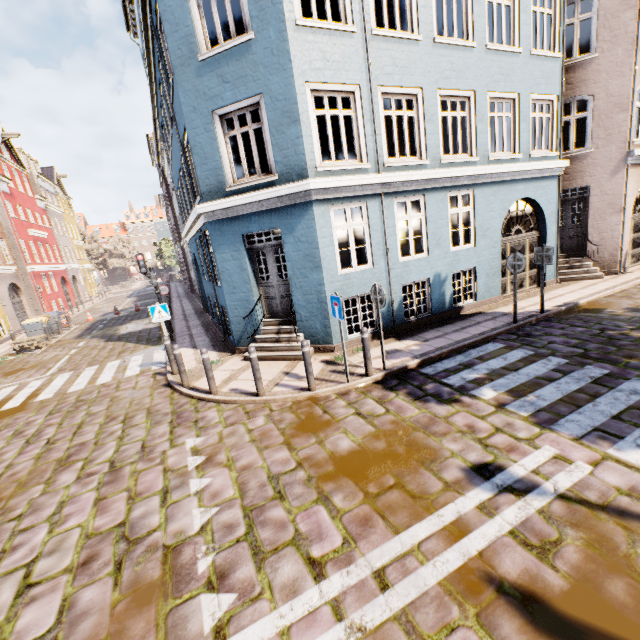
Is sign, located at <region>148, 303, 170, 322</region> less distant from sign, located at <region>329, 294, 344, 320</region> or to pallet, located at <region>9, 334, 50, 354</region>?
sign, located at <region>329, 294, 344, 320</region>

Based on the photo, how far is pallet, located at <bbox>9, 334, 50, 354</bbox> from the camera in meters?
15.4

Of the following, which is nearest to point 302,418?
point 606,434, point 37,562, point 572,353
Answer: point 37,562

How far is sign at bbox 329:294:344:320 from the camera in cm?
620

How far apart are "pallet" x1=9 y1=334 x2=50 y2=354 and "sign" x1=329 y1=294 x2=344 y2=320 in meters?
16.6 m

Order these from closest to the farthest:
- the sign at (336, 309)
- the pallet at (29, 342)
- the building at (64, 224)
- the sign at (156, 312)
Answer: the sign at (336, 309)
the sign at (156, 312)
the pallet at (29, 342)
the building at (64, 224)

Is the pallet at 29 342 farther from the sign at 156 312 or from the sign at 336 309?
the sign at 336 309

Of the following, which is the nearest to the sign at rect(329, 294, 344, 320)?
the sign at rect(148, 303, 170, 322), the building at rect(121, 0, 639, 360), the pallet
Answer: the building at rect(121, 0, 639, 360)
